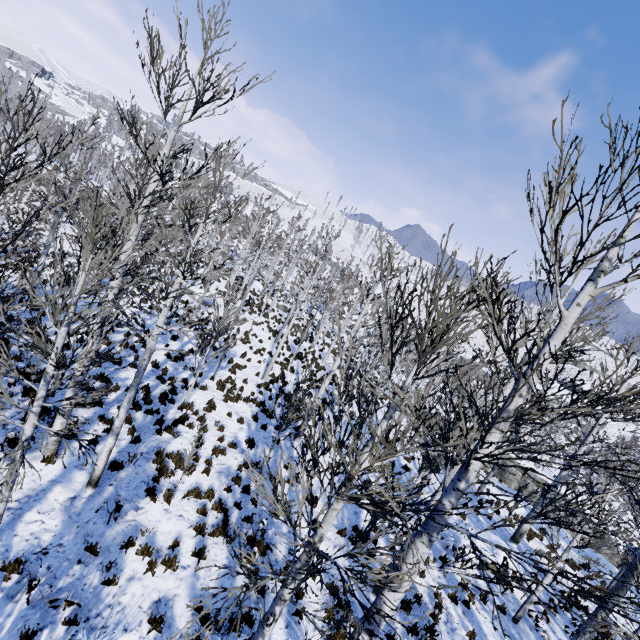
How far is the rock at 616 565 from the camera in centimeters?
1789cm

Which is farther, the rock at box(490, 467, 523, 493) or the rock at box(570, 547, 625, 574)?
the rock at box(490, 467, 523, 493)

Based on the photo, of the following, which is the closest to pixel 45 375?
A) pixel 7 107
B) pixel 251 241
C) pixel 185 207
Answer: pixel 185 207

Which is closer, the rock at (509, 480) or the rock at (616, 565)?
the rock at (616, 565)

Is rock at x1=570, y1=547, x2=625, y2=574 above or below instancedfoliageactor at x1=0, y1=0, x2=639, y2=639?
below

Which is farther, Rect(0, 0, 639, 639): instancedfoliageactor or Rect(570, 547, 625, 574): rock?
Rect(570, 547, 625, 574): rock

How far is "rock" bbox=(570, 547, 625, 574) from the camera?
17.89m
